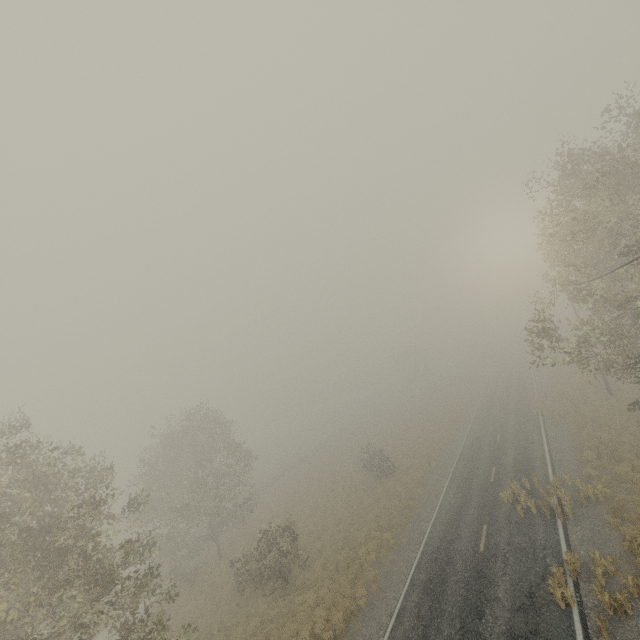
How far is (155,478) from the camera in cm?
2605
